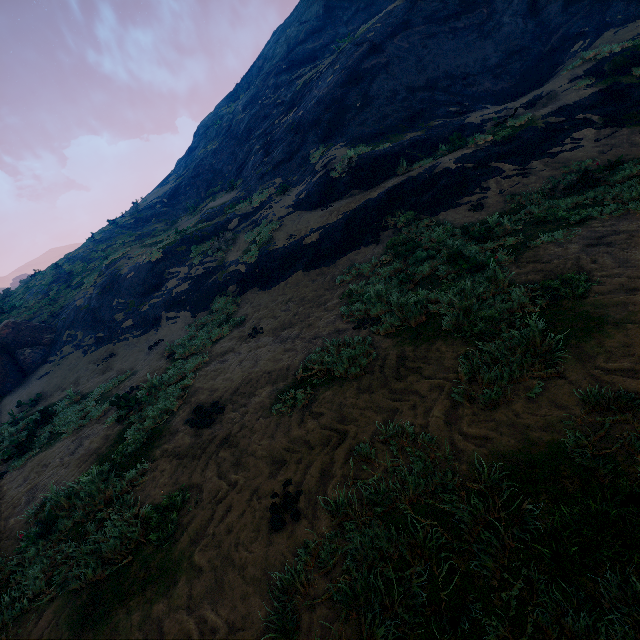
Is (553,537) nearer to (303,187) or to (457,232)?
(457,232)

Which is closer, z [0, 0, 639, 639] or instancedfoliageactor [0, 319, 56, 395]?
z [0, 0, 639, 639]

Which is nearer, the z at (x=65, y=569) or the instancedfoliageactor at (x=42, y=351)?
the z at (x=65, y=569)
